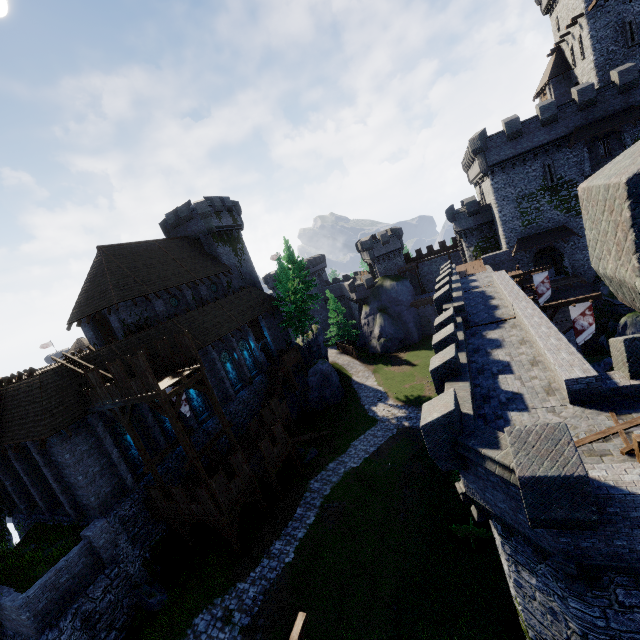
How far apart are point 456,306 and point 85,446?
24.6 meters

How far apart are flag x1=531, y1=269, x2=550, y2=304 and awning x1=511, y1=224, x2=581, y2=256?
8.66m

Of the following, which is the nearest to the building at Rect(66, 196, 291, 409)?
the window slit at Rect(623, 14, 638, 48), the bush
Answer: the bush

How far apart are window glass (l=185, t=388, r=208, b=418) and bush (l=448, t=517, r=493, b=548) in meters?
19.6 m

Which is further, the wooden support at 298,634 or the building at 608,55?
the building at 608,55

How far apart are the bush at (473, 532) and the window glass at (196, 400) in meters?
19.6 m

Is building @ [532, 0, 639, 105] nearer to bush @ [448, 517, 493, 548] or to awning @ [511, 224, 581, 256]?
awning @ [511, 224, 581, 256]

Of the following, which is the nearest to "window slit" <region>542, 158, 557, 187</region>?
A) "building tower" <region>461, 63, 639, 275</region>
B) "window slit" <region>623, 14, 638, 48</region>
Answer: "building tower" <region>461, 63, 639, 275</region>
